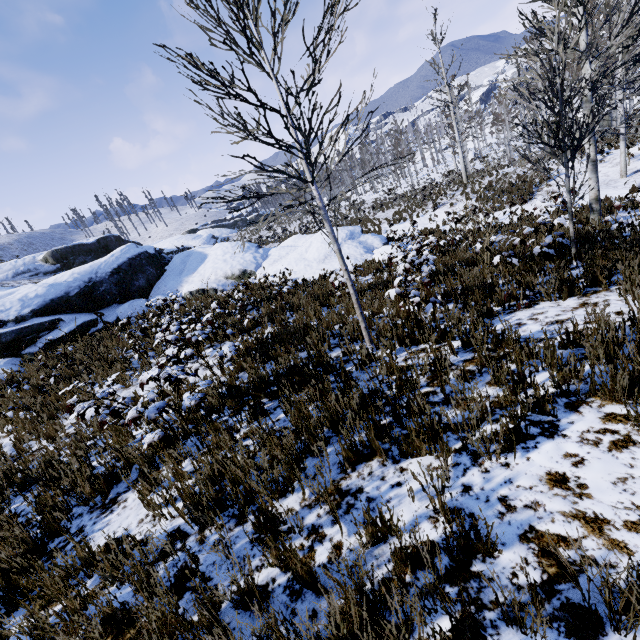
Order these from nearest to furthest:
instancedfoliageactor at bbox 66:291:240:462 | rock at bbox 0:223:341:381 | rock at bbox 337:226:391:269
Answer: instancedfoliageactor at bbox 66:291:240:462 < rock at bbox 0:223:341:381 < rock at bbox 337:226:391:269

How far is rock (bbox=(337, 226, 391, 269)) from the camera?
13.02m

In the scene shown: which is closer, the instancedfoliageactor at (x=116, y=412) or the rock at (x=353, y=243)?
the instancedfoliageactor at (x=116, y=412)

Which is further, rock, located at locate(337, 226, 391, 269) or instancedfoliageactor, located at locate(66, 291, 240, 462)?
rock, located at locate(337, 226, 391, 269)

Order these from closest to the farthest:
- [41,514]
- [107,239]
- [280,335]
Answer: [41,514], [280,335], [107,239]

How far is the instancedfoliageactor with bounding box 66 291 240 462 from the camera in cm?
388

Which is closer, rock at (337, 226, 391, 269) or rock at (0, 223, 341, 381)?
rock at (0, 223, 341, 381)

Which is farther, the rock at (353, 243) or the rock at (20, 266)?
the rock at (353, 243)
